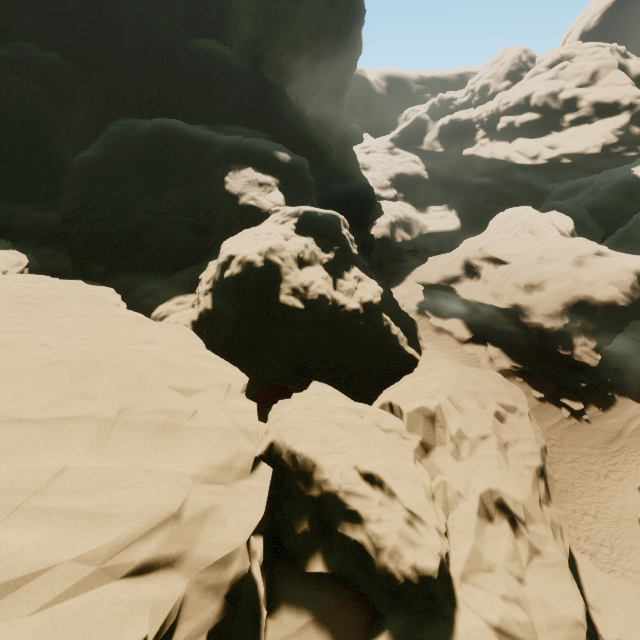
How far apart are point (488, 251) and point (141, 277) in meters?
25.9
